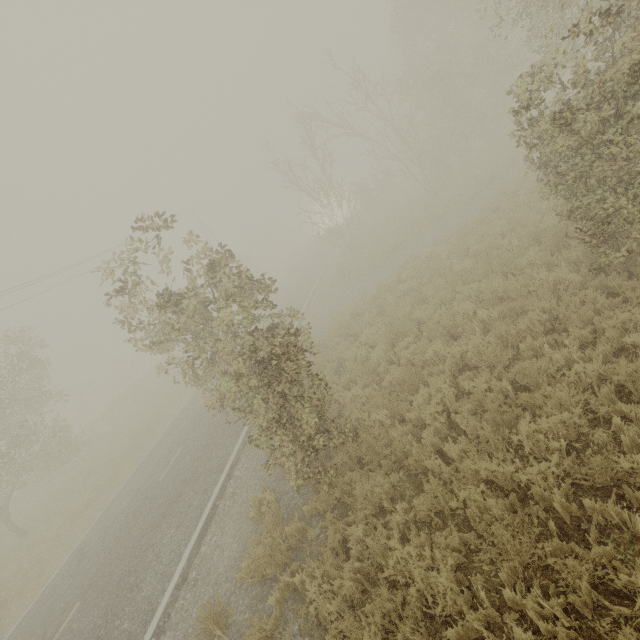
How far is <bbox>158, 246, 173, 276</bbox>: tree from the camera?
6.6m

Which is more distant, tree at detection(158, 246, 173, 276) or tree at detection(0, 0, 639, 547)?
tree at detection(158, 246, 173, 276)

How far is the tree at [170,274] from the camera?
6.6m

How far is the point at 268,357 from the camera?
6.40m

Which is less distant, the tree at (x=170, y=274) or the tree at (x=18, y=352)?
the tree at (x=18, y=352)
